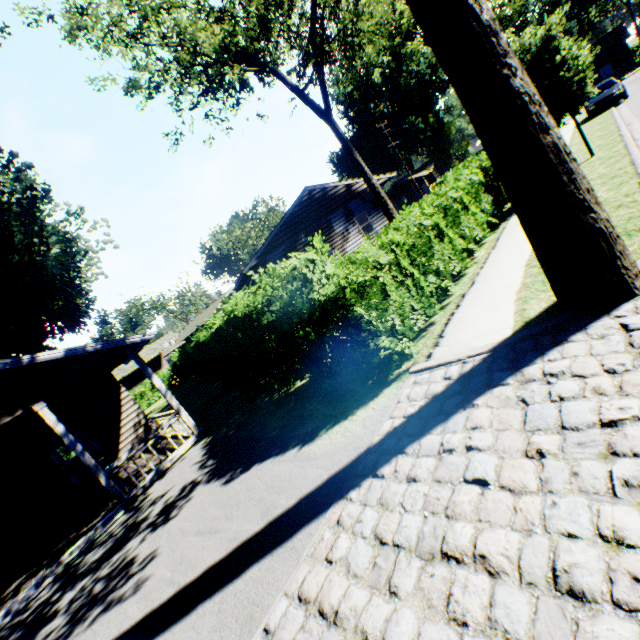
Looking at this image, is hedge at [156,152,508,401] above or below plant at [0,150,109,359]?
below

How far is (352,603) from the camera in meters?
2.7

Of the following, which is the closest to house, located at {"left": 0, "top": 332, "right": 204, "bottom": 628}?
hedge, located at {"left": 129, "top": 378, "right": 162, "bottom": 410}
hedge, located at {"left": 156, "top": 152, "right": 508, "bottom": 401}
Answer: hedge, located at {"left": 156, "top": 152, "right": 508, "bottom": 401}

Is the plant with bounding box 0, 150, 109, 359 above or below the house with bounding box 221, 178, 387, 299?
above

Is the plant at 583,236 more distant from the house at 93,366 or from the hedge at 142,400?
the hedge at 142,400

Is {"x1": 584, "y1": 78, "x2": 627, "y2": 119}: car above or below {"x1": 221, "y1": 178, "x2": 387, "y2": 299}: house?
below

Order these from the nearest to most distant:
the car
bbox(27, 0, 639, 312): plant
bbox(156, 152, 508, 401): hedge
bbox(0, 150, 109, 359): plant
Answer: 1. bbox(27, 0, 639, 312): plant
2. bbox(156, 152, 508, 401): hedge
3. bbox(0, 150, 109, 359): plant
4. the car

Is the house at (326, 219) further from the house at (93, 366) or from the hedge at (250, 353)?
the house at (93, 366)
